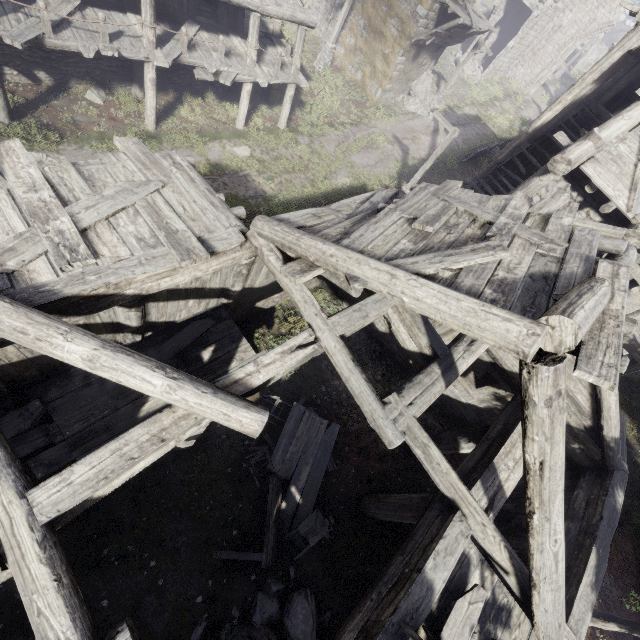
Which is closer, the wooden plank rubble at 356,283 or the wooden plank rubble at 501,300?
the wooden plank rubble at 501,300

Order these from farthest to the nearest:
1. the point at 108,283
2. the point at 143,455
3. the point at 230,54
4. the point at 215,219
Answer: the point at 230,54
the point at 215,219
the point at 108,283
the point at 143,455

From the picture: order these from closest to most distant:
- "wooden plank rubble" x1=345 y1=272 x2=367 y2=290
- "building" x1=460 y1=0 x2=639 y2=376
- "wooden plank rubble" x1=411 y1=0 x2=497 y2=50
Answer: "wooden plank rubble" x1=345 y1=272 x2=367 y2=290
"building" x1=460 y1=0 x2=639 y2=376
"wooden plank rubble" x1=411 y1=0 x2=497 y2=50

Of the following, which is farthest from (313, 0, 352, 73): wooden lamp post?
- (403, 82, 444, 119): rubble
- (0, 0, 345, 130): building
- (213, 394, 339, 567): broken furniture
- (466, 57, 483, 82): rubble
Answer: (213, 394, 339, 567): broken furniture

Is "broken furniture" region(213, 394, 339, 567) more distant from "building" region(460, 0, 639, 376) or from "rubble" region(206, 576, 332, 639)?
"building" region(460, 0, 639, 376)

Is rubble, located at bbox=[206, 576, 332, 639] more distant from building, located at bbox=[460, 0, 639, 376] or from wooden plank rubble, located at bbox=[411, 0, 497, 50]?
wooden plank rubble, located at bbox=[411, 0, 497, 50]

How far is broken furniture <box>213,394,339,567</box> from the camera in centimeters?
744cm

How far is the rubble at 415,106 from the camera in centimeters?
2480cm
